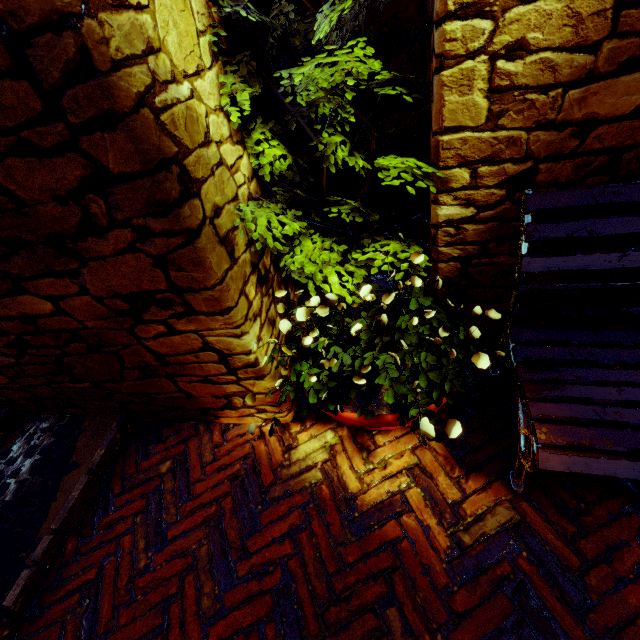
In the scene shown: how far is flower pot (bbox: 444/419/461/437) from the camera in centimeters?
116cm

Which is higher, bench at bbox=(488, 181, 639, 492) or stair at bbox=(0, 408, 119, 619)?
bench at bbox=(488, 181, 639, 492)

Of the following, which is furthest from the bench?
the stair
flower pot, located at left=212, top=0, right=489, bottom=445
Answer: the stair

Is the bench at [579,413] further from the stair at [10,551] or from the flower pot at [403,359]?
the stair at [10,551]

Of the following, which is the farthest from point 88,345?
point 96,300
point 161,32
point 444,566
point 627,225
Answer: point 627,225

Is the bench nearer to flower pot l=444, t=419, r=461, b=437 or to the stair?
flower pot l=444, t=419, r=461, b=437

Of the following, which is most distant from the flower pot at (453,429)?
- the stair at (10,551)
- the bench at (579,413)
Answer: the stair at (10,551)

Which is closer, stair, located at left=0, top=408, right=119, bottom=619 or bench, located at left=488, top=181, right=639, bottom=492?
bench, located at left=488, top=181, right=639, bottom=492
